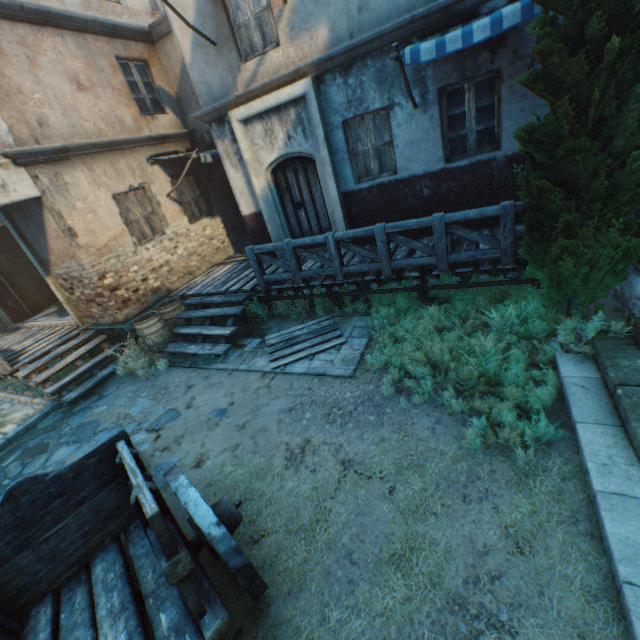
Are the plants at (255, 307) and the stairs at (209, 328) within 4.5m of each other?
yes

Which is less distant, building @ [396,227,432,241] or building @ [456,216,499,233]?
building @ [456,216,499,233]

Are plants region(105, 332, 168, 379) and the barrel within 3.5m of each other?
yes

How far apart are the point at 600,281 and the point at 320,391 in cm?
419

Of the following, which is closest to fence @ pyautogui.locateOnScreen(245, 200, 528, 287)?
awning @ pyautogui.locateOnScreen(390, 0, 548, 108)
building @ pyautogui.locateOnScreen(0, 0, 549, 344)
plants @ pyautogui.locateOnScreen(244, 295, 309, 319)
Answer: plants @ pyautogui.locateOnScreen(244, 295, 309, 319)

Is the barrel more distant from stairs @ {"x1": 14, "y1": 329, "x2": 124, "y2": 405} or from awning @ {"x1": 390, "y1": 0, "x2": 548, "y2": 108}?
awning @ {"x1": 390, "y1": 0, "x2": 548, "y2": 108}

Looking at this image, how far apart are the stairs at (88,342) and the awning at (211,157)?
4.3 meters

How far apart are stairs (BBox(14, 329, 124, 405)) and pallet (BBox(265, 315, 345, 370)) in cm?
364
